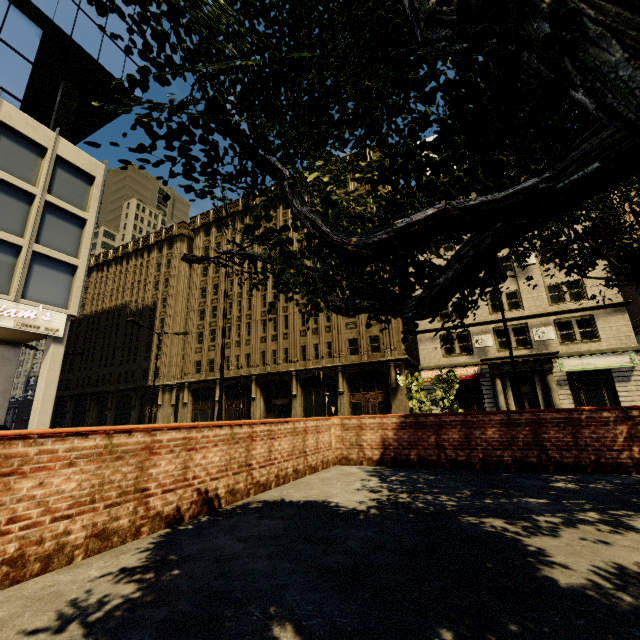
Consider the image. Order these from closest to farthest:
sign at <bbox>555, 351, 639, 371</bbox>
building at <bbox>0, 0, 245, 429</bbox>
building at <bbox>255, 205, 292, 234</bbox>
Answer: building at <bbox>0, 0, 245, 429</bbox> → sign at <bbox>555, 351, 639, 371</bbox> → building at <bbox>255, 205, 292, 234</bbox>

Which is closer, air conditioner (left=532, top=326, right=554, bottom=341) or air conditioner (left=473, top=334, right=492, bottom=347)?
air conditioner (left=532, top=326, right=554, bottom=341)

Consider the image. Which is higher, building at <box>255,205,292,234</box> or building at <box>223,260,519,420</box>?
building at <box>255,205,292,234</box>

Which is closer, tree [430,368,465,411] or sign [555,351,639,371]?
tree [430,368,465,411]

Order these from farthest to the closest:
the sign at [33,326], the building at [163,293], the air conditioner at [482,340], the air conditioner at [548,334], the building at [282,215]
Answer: the building at [282,215], the air conditioner at [482,340], the air conditioner at [548,334], the building at [163,293], the sign at [33,326]

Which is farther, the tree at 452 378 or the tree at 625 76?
the tree at 452 378

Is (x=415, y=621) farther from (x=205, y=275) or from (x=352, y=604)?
(x=205, y=275)
